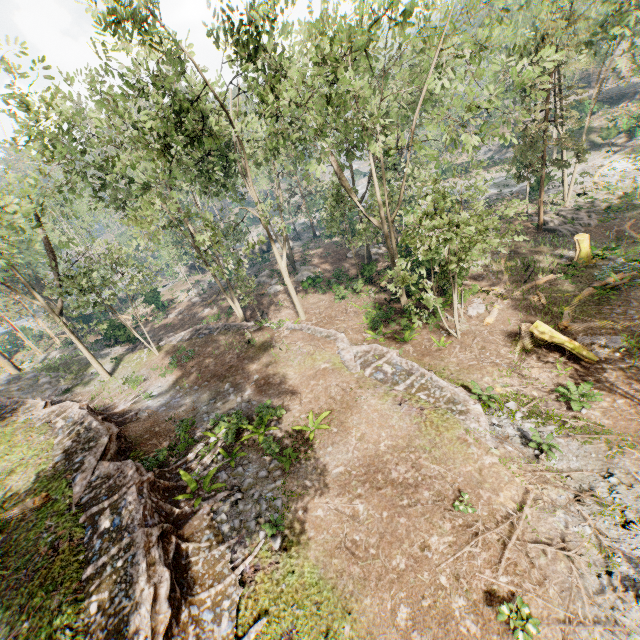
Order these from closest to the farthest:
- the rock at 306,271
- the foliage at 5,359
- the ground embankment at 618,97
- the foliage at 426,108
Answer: the foliage at 426,108 → the foliage at 5,359 → the rock at 306,271 → the ground embankment at 618,97

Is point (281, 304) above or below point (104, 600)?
below

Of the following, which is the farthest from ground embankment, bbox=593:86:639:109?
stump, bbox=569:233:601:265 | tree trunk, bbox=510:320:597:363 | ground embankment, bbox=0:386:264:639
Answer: ground embankment, bbox=0:386:264:639

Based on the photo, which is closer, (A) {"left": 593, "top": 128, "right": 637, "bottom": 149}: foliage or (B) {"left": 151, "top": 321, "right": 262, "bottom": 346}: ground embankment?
(B) {"left": 151, "top": 321, "right": 262, "bottom": 346}: ground embankment

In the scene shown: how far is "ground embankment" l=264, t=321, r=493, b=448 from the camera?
12.6 meters

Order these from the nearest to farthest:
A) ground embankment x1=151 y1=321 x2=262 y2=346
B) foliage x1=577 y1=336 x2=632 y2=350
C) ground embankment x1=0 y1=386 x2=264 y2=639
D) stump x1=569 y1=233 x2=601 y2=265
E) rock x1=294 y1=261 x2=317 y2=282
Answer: ground embankment x1=0 y1=386 x2=264 y2=639 → foliage x1=577 y1=336 x2=632 y2=350 → stump x1=569 y1=233 x2=601 y2=265 → ground embankment x1=151 y1=321 x2=262 y2=346 → rock x1=294 y1=261 x2=317 y2=282

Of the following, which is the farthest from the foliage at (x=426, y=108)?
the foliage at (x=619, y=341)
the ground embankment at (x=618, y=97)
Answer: the foliage at (x=619, y=341)

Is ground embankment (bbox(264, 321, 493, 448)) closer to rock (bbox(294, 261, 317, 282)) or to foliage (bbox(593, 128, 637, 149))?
foliage (bbox(593, 128, 637, 149))
